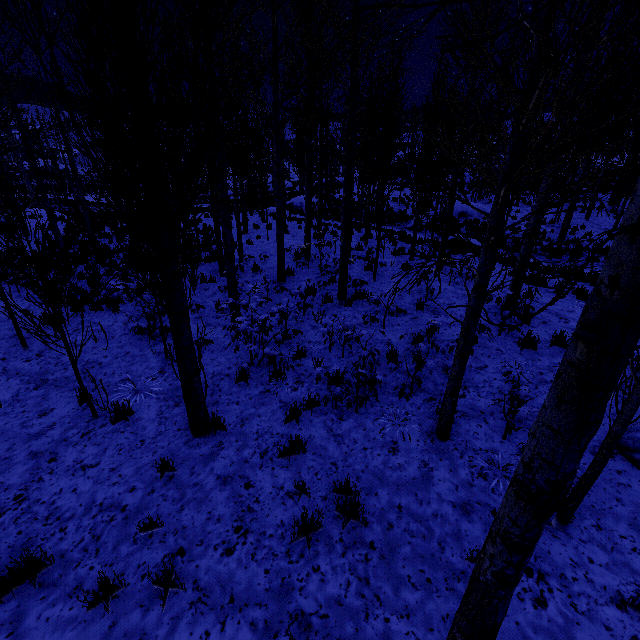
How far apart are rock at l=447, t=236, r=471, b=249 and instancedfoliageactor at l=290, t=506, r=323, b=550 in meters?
14.4 m

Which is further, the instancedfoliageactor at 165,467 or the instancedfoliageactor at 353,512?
the instancedfoliageactor at 165,467

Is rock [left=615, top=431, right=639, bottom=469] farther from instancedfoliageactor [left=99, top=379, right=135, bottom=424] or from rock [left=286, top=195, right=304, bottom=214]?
rock [left=286, top=195, right=304, bottom=214]

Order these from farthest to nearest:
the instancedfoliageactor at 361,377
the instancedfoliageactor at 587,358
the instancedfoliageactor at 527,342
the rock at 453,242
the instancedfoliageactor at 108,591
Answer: the rock at 453,242 → the instancedfoliageactor at 527,342 → the instancedfoliageactor at 361,377 → the instancedfoliageactor at 108,591 → the instancedfoliageactor at 587,358

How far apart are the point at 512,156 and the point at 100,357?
8.4m

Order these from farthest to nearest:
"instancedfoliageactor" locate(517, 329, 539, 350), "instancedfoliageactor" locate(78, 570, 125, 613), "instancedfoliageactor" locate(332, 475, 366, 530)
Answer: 1. "instancedfoliageactor" locate(517, 329, 539, 350)
2. "instancedfoliageactor" locate(332, 475, 366, 530)
3. "instancedfoliageactor" locate(78, 570, 125, 613)

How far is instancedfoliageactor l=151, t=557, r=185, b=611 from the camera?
2.9m
